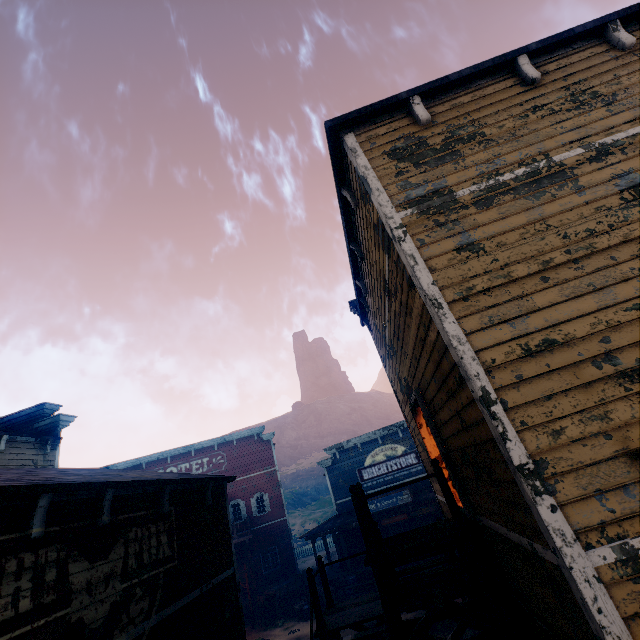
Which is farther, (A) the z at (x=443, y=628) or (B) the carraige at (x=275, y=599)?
(B) the carraige at (x=275, y=599)

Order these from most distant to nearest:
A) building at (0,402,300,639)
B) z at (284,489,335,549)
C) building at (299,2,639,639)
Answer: z at (284,489,335,549)
building at (0,402,300,639)
building at (299,2,639,639)

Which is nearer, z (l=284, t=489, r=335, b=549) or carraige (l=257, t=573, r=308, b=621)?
carraige (l=257, t=573, r=308, b=621)

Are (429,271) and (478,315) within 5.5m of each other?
yes

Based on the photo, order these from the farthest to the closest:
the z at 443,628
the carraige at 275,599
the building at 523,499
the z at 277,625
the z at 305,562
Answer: the z at 305,562 < the carraige at 275,599 < the z at 277,625 < the z at 443,628 < the building at 523,499

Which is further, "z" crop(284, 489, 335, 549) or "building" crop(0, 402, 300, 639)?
"z" crop(284, 489, 335, 549)

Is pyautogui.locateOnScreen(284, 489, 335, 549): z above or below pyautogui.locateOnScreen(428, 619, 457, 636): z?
above

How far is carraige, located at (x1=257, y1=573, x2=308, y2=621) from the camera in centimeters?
1978cm
